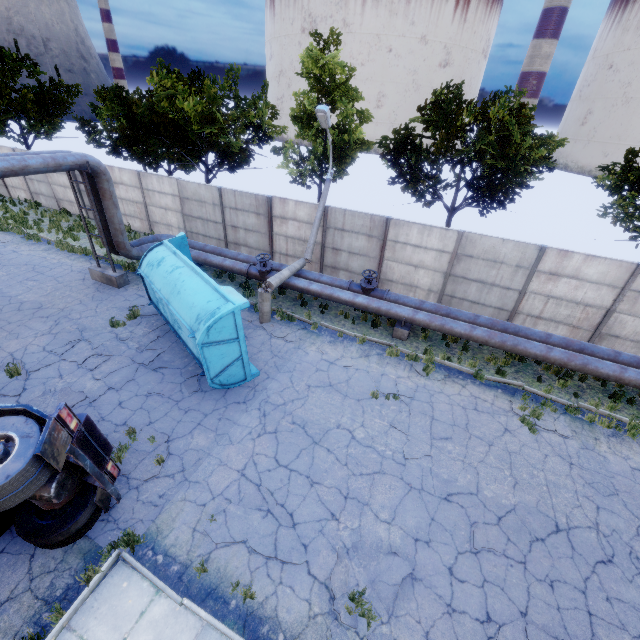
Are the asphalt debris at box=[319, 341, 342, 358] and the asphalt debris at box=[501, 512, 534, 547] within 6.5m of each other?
yes

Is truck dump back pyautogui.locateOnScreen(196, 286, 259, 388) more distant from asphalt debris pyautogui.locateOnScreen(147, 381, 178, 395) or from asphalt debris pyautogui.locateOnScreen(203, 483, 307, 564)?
asphalt debris pyautogui.locateOnScreen(203, 483, 307, 564)

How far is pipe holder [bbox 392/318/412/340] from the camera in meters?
12.3 m

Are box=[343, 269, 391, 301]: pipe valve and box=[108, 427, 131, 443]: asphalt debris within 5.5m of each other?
no

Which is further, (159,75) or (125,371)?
(159,75)

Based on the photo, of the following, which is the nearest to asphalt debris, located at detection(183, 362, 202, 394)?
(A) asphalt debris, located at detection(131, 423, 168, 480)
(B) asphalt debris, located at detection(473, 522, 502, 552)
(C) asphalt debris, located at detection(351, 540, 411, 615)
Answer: (A) asphalt debris, located at detection(131, 423, 168, 480)

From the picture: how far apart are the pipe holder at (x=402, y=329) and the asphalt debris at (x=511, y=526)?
6.42m

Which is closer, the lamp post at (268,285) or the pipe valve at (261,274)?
the lamp post at (268,285)
